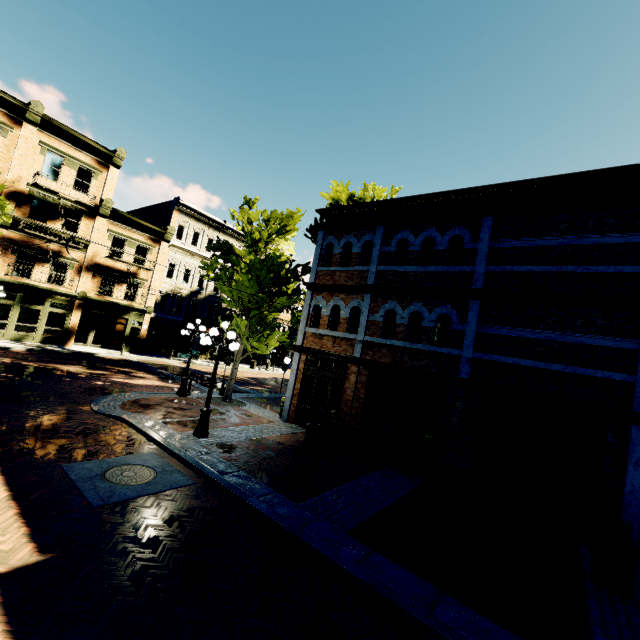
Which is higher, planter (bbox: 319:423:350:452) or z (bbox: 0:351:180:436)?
planter (bbox: 319:423:350:452)

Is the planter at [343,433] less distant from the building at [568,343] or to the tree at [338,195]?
the tree at [338,195]

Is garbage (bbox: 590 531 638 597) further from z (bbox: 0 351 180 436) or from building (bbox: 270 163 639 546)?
building (bbox: 270 163 639 546)

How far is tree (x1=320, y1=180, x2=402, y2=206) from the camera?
21.73m

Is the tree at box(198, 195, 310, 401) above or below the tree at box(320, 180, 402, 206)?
below

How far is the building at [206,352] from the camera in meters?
32.5 m

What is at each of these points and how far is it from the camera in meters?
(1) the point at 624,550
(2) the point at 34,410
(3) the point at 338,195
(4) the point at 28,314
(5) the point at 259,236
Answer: (1) garbage, 5.9 m
(2) z, 9.9 m
(3) tree, 22.5 m
(4) building, 21.7 m
(5) tree, 15.3 m

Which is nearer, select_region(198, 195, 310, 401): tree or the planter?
the planter
